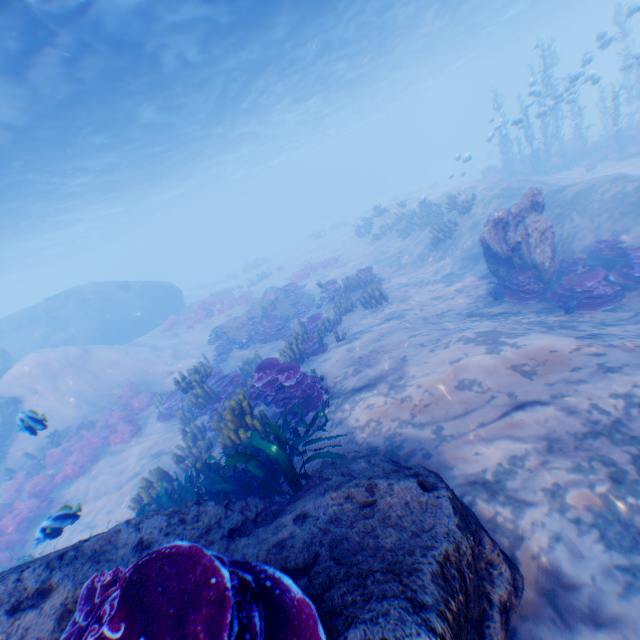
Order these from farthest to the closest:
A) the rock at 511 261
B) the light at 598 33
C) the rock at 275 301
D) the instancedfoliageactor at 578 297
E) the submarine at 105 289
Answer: the submarine at 105 289 < the rock at 275 301 < the light at 598 33 < the rock at 511 261 < the instancedfoliageactor at 578 297

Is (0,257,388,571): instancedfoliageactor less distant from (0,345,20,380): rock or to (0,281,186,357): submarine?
(0,281,186,357): submarine

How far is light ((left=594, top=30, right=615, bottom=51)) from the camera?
15.9 meters

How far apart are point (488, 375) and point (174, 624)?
5.2 meters

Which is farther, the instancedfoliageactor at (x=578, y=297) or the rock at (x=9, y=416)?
the rock at (x=9, y=416)

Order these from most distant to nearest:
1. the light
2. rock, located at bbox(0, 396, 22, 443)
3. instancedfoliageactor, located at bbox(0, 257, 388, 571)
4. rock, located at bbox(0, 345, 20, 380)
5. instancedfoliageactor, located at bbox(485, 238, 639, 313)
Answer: rock, located at bbox(0, 345, 20, 380)
the light
rock, located at bbox(0, 396, 22, 443)
instancedfoliageactor, located at bbox(485, 238, 639, 313)
instancedfoliageactor, located at bbox(0, 257, 388, 571)

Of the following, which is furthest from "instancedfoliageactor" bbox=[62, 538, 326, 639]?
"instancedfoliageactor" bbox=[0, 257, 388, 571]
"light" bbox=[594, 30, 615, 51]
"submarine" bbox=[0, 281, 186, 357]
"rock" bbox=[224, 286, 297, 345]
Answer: "rock" bbox=[224, 286, 297, 345]

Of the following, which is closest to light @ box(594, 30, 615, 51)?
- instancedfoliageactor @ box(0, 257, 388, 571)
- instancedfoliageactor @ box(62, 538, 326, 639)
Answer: instancedfoliageactor @ box(62, 538, 326, 639)
